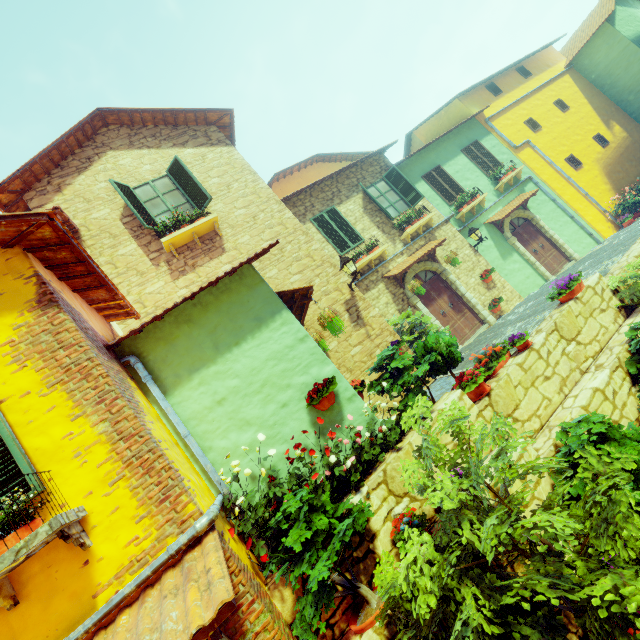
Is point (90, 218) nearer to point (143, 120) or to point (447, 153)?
point (143, 120)

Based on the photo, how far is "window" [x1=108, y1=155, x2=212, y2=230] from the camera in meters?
8.0 m

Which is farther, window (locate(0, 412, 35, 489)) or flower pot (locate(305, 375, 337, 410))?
flower pot (locate(305, 375, 337, 410))

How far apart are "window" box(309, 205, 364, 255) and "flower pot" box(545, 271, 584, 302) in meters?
5.7 m

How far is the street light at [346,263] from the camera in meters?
8.2 m

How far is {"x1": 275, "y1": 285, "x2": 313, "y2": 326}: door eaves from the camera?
5.9 meters

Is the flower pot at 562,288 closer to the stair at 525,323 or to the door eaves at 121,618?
the stair at 525,323

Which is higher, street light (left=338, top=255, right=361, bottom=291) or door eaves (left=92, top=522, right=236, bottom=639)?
street light (left=338, top=255, right=361, bottom=291)
